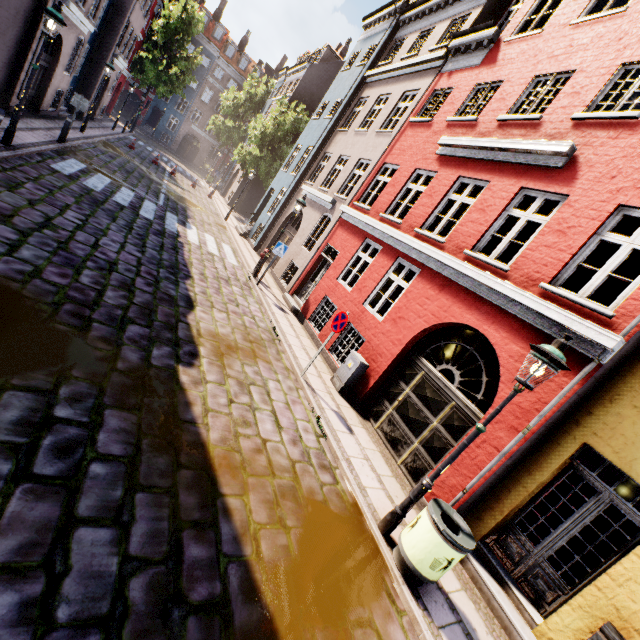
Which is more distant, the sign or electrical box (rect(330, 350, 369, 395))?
electrical box (rect(330, 350, 369, 395))

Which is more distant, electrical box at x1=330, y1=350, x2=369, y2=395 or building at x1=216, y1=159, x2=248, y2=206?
building at x1=216, y1=159, x2=248, y2=206

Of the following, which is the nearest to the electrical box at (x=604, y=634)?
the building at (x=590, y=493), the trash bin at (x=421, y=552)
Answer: the building at (x=590, y=493)

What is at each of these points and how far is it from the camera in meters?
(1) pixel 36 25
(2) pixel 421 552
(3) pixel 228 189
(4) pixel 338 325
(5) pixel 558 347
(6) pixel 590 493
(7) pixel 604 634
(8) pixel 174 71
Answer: (1) building, 10.9
(2) trash bin, 4.3
(3) building, 33.7
(4) sign, 7.5
(5) street light, 4.1
(6) building, 8.5
(7) electrical box, 4.0
(8) tree, 34.0

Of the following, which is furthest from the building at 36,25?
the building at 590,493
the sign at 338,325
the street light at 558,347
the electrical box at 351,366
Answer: the street light at 558,347

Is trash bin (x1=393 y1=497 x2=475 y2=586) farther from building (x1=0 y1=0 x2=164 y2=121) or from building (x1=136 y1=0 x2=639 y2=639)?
building (x1=0 y1=0 x2=164 y2=121)

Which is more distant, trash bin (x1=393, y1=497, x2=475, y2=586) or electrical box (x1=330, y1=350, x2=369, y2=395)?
electrical box (x1=330, y1=350, x2=369, y2=395)

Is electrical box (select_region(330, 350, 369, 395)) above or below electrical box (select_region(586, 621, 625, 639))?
below
